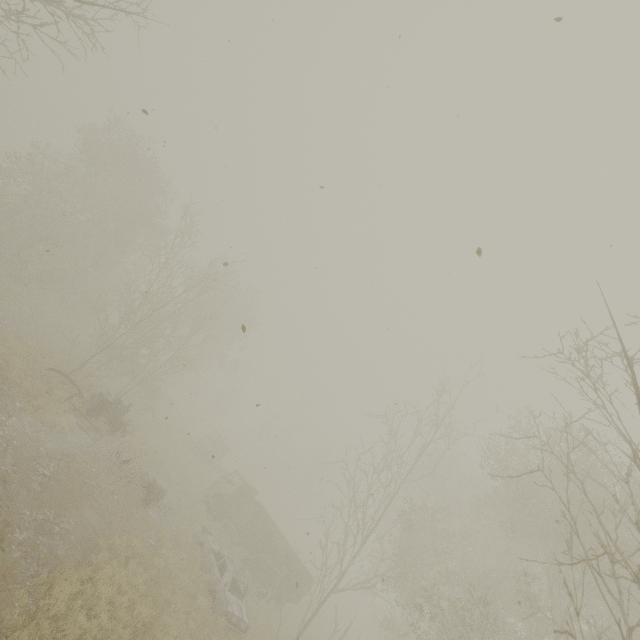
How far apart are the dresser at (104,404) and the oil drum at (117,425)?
1.0m

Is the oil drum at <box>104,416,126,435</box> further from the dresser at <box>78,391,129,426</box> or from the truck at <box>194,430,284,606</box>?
the truck at <box>194,430,284,606</box>

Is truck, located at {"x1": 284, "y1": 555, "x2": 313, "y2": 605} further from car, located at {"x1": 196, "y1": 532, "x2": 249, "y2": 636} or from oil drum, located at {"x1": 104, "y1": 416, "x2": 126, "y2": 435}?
oil drum, located at {"x1": 104, "y1": 416, "x2": 126, "y2": 435}

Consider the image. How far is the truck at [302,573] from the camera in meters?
16.8

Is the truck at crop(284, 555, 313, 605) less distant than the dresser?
No

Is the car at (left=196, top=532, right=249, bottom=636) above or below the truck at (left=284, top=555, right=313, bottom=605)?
below

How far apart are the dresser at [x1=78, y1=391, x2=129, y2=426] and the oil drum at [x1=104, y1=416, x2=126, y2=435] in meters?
1.0

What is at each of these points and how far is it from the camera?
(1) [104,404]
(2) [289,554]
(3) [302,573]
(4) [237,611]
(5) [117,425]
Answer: (1) dresser, 15.6 meters
(2) truck, 20.0 meters
(3) truck, 19.2 meters
(4) car, 12.6 meters
(5) oil drum, 16.6 meters
